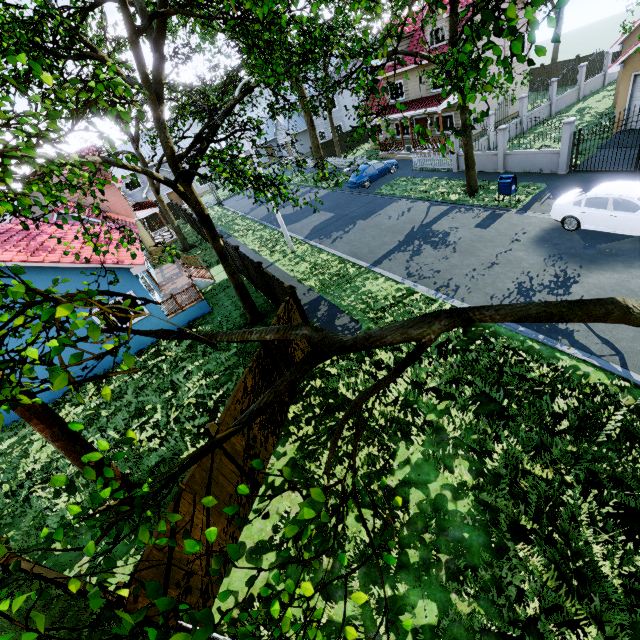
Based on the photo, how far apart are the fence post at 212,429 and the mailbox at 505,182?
16.3 meters

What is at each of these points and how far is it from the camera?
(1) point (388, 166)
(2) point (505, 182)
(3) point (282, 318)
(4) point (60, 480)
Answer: (1) car, 25.8m
(2) mailbox, 15.3m
(3) fence, 10.0m
(4) tree, 2.6m

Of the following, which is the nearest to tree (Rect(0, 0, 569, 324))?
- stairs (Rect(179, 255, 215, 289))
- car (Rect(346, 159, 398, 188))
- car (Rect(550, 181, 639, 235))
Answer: car (Rect(550, 181, 639, 235))

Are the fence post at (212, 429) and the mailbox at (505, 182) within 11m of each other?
no

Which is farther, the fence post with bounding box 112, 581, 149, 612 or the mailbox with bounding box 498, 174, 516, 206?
the mailbox with bounding box 498, 174, 516, 206

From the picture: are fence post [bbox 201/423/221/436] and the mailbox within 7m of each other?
no

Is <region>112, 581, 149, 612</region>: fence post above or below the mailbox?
above

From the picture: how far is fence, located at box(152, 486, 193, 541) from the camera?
5.6 meters
